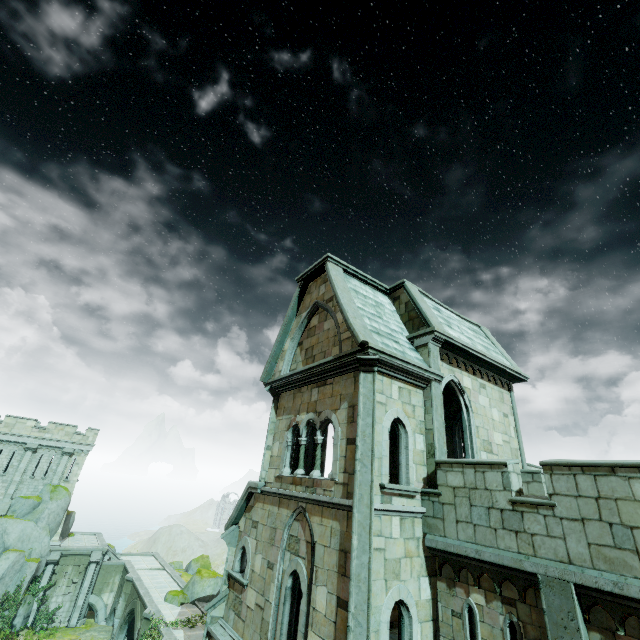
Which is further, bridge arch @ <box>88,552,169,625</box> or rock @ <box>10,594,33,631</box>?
bridge arch @ <box>88,552,169,625</box>

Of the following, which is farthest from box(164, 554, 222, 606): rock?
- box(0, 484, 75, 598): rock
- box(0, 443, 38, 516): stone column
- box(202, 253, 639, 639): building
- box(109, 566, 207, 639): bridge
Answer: box(202, 253, 639, 639): building

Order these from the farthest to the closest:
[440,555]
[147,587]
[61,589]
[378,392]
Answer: [61,589] → [147,587] → [378,392] → [440,555]

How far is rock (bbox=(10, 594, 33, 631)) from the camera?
27.05m

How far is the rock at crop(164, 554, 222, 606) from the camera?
25.5 meters

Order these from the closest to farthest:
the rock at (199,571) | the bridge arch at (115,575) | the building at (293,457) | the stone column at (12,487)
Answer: the building at (293,457)
the rock at (199,571)
the stone column at (12,487)
the bridge arch at (115,575)

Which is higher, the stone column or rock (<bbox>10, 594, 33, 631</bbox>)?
the stone column

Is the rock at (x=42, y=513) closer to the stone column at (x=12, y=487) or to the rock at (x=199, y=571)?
the stone column at (x=12, y=487)
